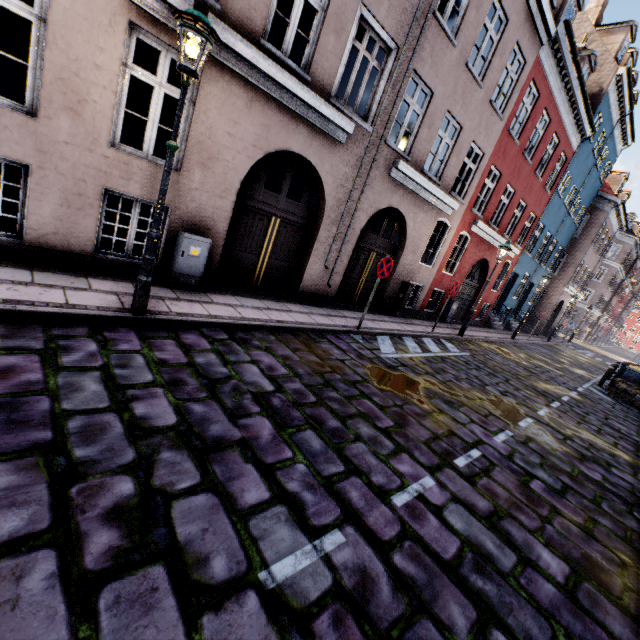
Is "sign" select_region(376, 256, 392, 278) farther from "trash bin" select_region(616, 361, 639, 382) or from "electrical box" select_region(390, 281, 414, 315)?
"trash bin" select_region(616, 361, 639, 382)

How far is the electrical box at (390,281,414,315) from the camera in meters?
11.7

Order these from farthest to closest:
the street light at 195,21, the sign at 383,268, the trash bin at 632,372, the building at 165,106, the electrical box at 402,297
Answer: the trash bin at 632,372
the electrical box at 402,297
the sign at 383,268
the building at 165,106
the street light at 195,21

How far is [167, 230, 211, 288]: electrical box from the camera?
6.16m

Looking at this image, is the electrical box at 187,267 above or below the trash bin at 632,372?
below

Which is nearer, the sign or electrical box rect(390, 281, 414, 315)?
the sign

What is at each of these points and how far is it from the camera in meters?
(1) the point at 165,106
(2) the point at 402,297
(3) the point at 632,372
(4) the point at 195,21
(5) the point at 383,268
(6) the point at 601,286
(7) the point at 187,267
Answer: (1) building, 10.6
(2) electrical box, 11.8
(3) trash bin, 13.2
(4) street light, 3.5
(5) sign, 7.6
(6) building, 41.2
(7) electrical box, 6.4

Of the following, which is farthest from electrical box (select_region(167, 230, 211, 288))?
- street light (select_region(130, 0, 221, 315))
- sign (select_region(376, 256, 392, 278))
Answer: sign (select_region(376, 256, 392, 278))
